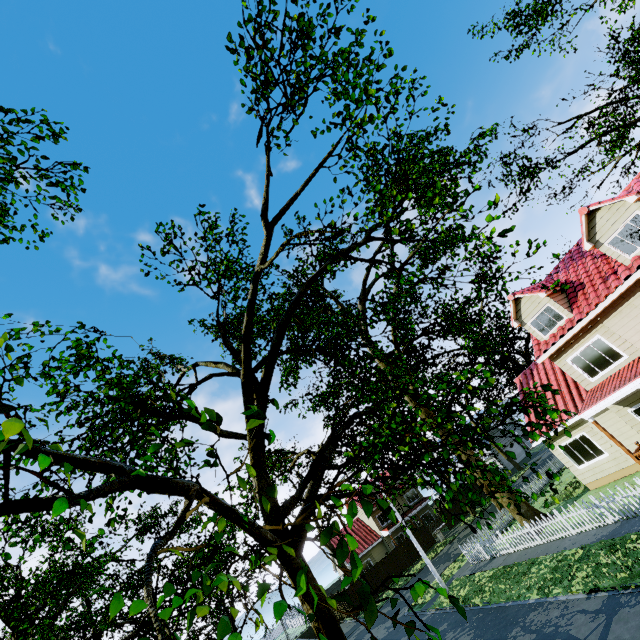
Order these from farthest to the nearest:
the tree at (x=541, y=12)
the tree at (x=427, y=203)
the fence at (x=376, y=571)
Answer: the fence at (x=376, y=571) → the tree at (x=541, y=12) → the tree at (x=427, y=203)

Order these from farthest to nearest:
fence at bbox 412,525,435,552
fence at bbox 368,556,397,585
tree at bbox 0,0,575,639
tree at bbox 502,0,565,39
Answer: fence at bbox 412,525,435,552
fence at bbox 368,556,397,585
tree at bbox 502,0,565,39
tree at bbox 0,0,575,639

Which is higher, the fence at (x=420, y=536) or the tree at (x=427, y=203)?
the tree at (x=427, y=203)

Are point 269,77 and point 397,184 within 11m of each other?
yes

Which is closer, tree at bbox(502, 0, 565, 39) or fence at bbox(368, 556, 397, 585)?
tree at bbox(502, 0, 565, 39)

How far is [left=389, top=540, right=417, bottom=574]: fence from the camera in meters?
33.3 m
